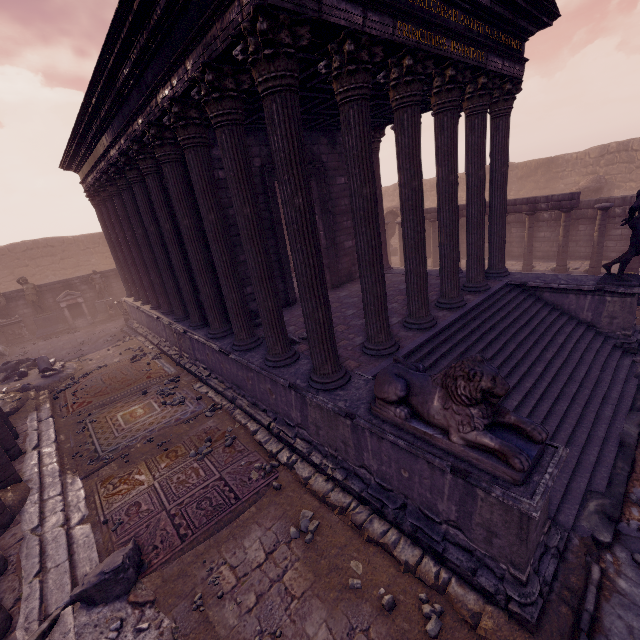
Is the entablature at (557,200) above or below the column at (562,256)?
above

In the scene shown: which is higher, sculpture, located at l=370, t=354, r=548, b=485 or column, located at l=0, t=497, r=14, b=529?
sculpture, located at l=370, t=354, r=548, b=485

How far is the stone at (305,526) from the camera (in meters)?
4.69

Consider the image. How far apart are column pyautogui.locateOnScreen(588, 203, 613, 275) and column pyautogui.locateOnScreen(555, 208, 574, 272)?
0.6 meters

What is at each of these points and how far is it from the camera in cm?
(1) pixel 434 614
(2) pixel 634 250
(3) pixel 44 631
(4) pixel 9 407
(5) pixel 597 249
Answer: (1) stone, 357
(2) sculpture, 716
(3) debris pile, 377
(4) building debris, 920
(5) column, 1197

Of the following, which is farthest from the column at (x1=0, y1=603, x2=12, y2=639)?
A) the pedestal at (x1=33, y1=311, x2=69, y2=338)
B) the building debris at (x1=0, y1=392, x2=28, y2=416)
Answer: the pedestal at (x1=33, y1=311, x2=69, y2=338)

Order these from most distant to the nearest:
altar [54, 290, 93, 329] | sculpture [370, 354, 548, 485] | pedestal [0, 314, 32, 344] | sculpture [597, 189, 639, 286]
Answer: altar [54, 290, 93, 329] → pedestal [0, 314, 32, 344] → sculpture [597, 189, 639, 286] → sculpture [370, 354, 548, 485]

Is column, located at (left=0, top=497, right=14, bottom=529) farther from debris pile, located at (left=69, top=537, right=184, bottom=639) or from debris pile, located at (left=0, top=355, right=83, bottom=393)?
debris pile, located at (left=0, top=355, right=83, bottom=393)
